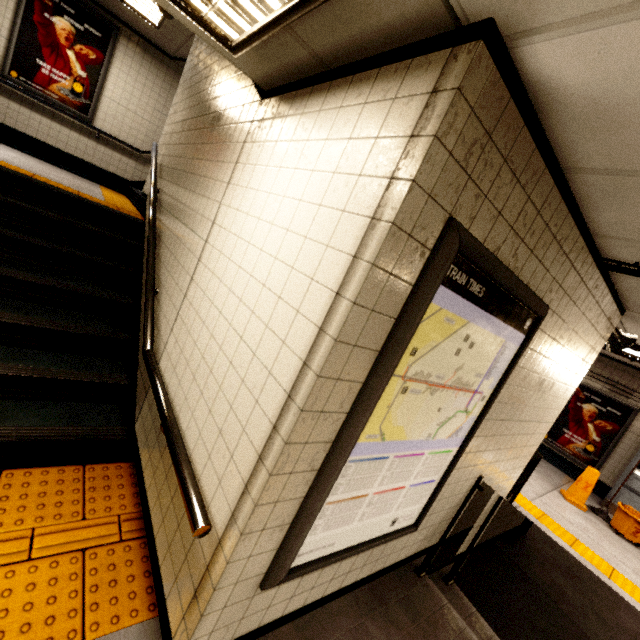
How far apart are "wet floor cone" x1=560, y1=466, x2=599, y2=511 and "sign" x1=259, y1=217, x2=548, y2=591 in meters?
6.0

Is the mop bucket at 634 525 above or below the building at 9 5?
below

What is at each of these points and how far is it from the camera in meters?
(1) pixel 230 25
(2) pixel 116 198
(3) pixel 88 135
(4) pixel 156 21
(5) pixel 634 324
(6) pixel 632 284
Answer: (1) fluorescent light, 1.5
(2) groundtactileadastrip, 5.8
(3) building, 6.4
(4) fluorescent light, 5.3
(5) storm drain, 3.6
(6) storm drain, 2.5

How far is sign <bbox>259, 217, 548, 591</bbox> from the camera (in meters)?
1.27

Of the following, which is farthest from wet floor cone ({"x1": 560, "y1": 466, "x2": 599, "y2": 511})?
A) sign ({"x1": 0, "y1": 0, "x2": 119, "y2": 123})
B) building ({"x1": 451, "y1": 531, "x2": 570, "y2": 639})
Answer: sign ({"x1": 0, "y1": 0, "x2": 119, "y2": 123})

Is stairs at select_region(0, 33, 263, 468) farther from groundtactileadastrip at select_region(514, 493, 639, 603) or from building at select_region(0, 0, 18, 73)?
groundtactileadastrip at select_region(514, 493, 639, 603)

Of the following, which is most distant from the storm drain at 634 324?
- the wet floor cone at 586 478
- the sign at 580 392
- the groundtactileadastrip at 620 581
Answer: the groundtactileadastrip at 620 581

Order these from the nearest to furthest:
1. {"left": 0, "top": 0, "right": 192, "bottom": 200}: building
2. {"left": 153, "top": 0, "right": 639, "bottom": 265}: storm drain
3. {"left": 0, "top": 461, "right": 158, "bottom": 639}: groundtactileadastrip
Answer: {"left": 153, "top": 0, "right": 639, "bottom": 265}: storm drain, {"left": 0, "top": 461, "right": 158, "bottom": 639}: groundtactileadastrip, {"left": 0, "top": 0, "right": 192, "bottom": 200}: building
